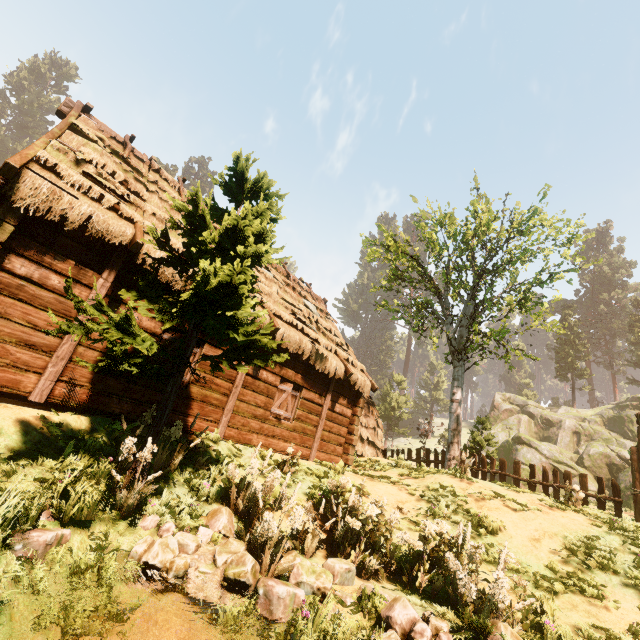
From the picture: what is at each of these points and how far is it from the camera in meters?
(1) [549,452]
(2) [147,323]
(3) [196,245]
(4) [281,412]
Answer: (1) rock, 29.0 m
(2) building, 7.3 m
(3) treerock, 5.0 m
(4) bp, 10.1 m

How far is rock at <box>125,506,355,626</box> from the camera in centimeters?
362cm

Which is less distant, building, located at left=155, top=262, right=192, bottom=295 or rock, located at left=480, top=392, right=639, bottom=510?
building, located at left=155, top=262, right=192, bottom=295

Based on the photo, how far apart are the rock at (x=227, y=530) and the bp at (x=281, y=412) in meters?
4.9 m

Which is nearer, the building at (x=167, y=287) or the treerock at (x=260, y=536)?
the treerock at (x=260, y=536)

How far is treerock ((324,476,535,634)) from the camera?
3.75m

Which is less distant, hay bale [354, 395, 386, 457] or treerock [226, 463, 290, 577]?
treerock [226, 463, 290, 577]

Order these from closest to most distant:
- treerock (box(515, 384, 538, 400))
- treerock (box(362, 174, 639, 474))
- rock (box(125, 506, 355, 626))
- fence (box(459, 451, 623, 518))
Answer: rock (box(125, 506, 355, 626)) < fence (box(459, 451, 623, 518)) < treerock (box(362, 174, 639, 474)) < treerock (box(515, 384, 538, 400))
